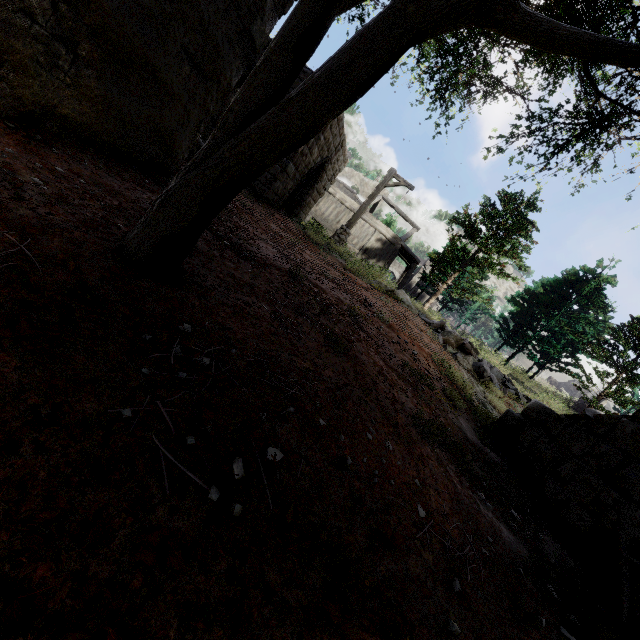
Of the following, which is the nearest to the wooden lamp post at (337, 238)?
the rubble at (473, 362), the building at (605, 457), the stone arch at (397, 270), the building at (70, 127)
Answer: the building at (70, 127)

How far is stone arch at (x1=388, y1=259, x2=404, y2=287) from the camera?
58.7m

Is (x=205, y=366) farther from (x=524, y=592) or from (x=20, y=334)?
(x=524, y=592)

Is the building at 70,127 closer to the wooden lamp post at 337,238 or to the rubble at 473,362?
the wooden lamp post at 337,238

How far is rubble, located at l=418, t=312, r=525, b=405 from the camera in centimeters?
1106cm

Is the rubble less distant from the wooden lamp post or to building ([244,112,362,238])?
the wooden lamp post

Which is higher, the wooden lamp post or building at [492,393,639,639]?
the wooden lamp post

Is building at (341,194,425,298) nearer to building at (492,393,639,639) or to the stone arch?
the stone arch
